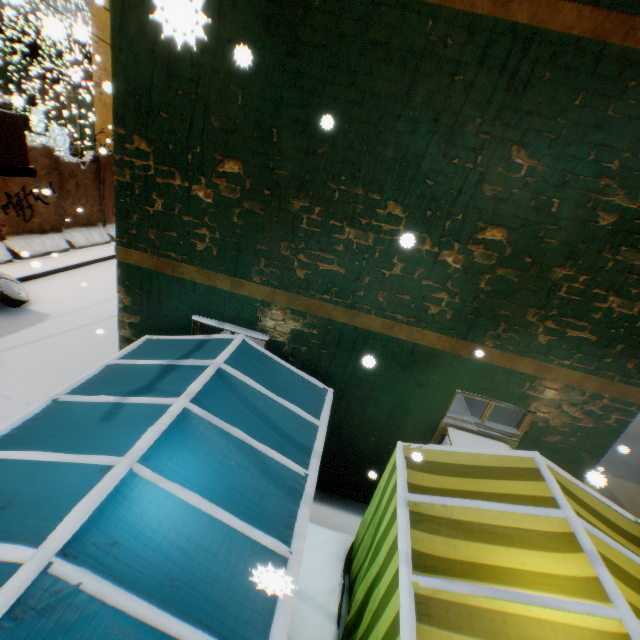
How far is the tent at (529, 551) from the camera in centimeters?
225cm

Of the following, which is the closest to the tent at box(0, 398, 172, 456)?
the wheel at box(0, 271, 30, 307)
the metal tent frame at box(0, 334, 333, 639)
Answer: the metal tent frame at box(0, 334, 333, 639)

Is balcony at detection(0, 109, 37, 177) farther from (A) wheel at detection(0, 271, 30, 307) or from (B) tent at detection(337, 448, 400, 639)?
(A) wheel at detection(0, 271, 30, 307)

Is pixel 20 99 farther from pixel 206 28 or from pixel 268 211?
pixel 268 211

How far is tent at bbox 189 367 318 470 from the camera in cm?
300

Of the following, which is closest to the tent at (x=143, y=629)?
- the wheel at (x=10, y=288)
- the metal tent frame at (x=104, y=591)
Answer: the metal tent frame at (x=104, y=591)

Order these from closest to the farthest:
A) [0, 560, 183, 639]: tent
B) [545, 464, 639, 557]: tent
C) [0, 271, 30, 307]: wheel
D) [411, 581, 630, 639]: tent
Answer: [0, 560, 183, 639]: tent, [411, 581, 630, 639]: tent, [545, 464, 639, 557]: tent, [0, 271, 30, 307]: wheel
